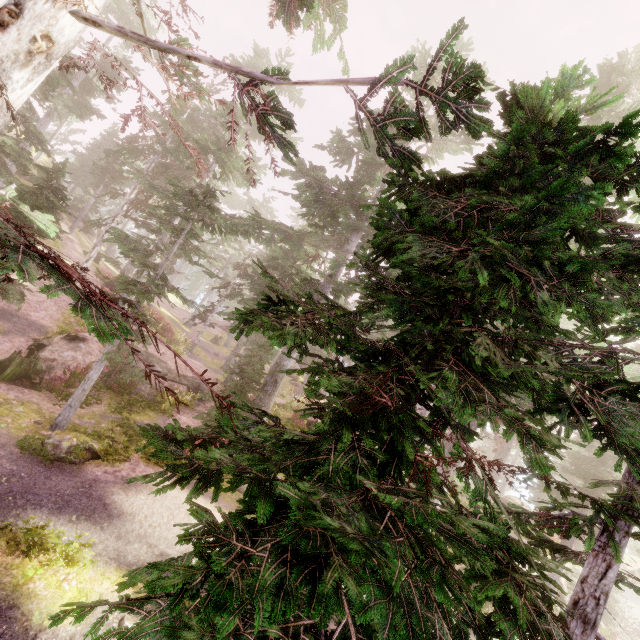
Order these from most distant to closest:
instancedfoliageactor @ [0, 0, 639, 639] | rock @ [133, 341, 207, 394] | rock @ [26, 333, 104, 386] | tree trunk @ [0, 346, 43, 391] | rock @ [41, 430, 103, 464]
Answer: rock @ [133, 341, 207, 394]
rock @ [26, 333, 104, 386]
tree trunk @ [0, 346, 43, 391]
rock @ [41, 430, 103, 464]
instancedfoliageactor @ [0, 0, 639, 639]

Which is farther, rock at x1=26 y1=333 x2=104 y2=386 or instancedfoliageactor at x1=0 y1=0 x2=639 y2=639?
rock at x1=26 y1=333 x2=104 y2=386

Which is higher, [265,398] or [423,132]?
[423,132]

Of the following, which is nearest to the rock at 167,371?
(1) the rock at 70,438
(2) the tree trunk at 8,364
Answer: (2) the tree trunk at 8,364

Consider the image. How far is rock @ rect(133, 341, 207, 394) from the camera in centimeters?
1858cm

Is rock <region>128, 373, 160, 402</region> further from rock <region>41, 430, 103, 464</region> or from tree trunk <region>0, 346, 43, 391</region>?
rock <region>41, 430, 103, 464</region>
